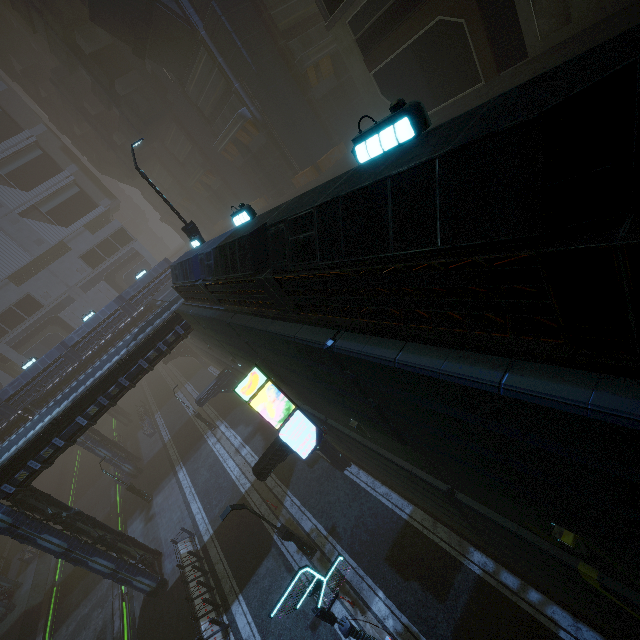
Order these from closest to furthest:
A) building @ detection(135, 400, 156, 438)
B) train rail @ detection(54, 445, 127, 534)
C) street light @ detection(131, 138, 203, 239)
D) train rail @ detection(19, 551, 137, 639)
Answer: street light @ detection(131, 138, 203, 239) < train rail @ detection(19, 551, 137, 639) < train rail @ detection(54, 445, 127, 534) < building @ detection(135, 400, 156, 438)

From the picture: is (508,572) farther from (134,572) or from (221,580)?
(134,572)

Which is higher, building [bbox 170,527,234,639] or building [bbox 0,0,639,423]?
building [bbox 0,0,639,423]

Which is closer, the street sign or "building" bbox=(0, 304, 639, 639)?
"building" bbox=(0, 304, 639, 639)

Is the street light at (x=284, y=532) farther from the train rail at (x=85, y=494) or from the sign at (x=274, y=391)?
the train rail at (x=85, y=494)

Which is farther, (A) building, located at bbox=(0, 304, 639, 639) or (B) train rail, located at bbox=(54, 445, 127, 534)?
(B) train rail, located at bbox=(54, 445, 127, 534)

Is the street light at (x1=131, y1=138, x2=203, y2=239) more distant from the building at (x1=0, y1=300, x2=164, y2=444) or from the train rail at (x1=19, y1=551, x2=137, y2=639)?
the train rail at (x1=19, y1=551, x2=137, y2=639)

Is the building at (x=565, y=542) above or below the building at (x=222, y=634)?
above
